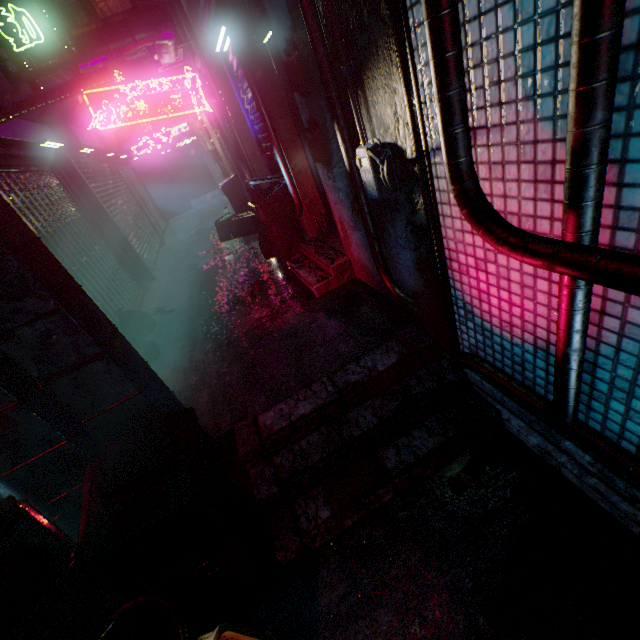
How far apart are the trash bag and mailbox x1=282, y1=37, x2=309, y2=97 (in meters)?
2.40

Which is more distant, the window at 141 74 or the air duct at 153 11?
the window at 141 74

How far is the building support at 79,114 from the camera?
5.37m

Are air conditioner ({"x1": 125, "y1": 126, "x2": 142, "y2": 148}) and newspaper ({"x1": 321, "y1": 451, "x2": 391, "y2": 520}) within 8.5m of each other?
no

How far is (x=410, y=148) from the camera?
1.69m

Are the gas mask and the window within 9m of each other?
no

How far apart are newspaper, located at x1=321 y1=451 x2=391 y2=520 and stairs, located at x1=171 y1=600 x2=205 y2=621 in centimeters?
2cm

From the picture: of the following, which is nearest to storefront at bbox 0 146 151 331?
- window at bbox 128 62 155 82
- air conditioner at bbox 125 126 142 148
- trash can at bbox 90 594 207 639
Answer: trash can at bbox 90 594 207 639
